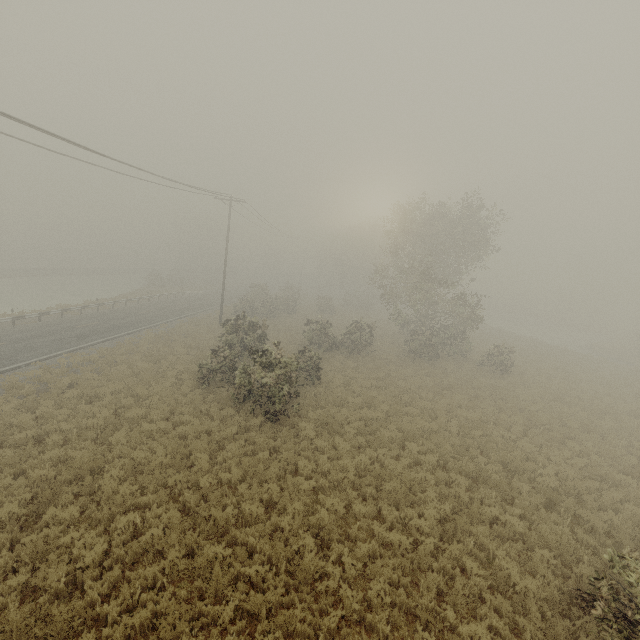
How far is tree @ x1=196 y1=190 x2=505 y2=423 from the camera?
15.1 meters

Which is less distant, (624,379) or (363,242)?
(624,379)

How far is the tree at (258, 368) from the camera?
15.14m
